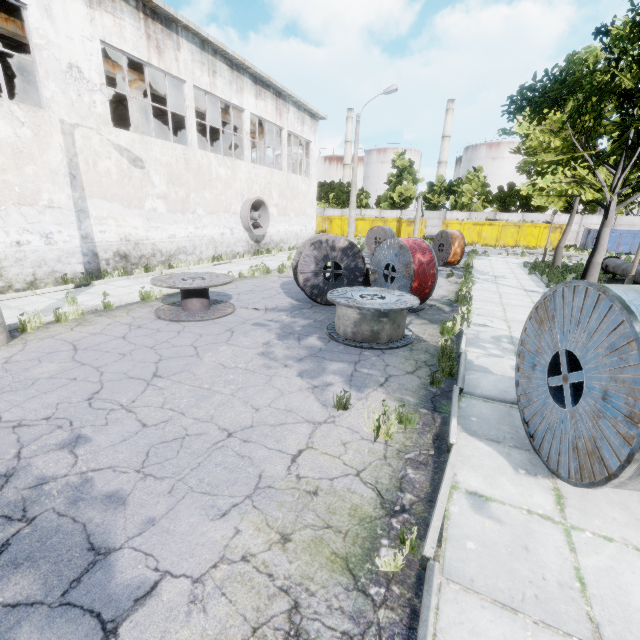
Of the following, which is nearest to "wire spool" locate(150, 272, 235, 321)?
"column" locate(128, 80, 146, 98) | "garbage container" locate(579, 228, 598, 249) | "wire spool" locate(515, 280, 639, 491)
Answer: "wire spool" locate(515, 280, 639, 491)

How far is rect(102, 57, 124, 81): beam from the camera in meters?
13.7

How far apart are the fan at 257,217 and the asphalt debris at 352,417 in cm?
1609

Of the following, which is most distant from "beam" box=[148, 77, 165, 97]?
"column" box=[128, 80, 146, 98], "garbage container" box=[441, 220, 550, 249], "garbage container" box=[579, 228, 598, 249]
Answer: "garbage container" box=[579, 228, 598, 249]

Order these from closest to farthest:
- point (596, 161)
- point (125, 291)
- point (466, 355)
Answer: point (466, 355) → point (596, 161) → point (125, 291)

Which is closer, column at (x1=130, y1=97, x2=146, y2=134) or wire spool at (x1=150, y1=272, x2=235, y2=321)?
wire spool at (x1=150, y1=272, x2=235, y2=321)

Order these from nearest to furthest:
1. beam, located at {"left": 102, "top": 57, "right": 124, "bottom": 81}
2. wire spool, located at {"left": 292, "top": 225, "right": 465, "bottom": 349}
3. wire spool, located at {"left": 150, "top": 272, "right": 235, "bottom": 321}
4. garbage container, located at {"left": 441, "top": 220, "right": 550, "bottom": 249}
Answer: wire spool, located at {"left": 292, "top": 225, "right": 465, "bottom": 349} < wire spool, located at {"left": 150, "top": 272, "right": 235, "bottom": 321} < beam, located at {"left": 102, "top": 57, "right": 124, "bottom": 81} < garbage container, located at {"left": 441, "top": 220, "right": 550, "bottom": 249}

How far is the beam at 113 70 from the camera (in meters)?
13.66
